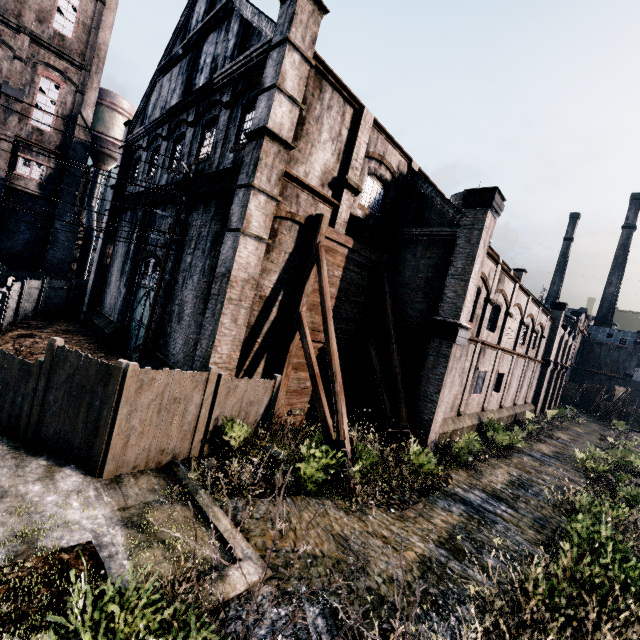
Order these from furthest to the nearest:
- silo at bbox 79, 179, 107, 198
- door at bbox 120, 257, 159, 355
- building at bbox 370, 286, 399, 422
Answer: silo at bbox 79, 179, 107, 198, door at bbox 120, 257, 159, 355, building at bbox 370, 286, 399, 422

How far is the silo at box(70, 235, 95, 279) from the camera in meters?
35.5 m

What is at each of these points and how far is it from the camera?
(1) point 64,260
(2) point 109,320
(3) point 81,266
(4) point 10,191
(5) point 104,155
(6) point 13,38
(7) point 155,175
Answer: (1) building, 32.6m
(2) building, 21.7m
(3) silo, 35.7m
(4) building, 29.6m
(5) silo, 36.8m
(6) building, 27.9m
(7) building, 20.0m

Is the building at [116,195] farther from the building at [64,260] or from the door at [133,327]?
the building at [64,260]

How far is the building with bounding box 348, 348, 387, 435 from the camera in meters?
16.8

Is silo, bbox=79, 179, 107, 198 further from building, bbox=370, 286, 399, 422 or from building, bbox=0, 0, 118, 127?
building, bbox=370, 286, 399, 422

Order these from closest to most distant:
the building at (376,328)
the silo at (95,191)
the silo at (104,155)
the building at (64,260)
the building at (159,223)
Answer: the building at (376,328), the building at (159,223), the building at (64,260), the silo at (104,155), the silo at (95,191)
